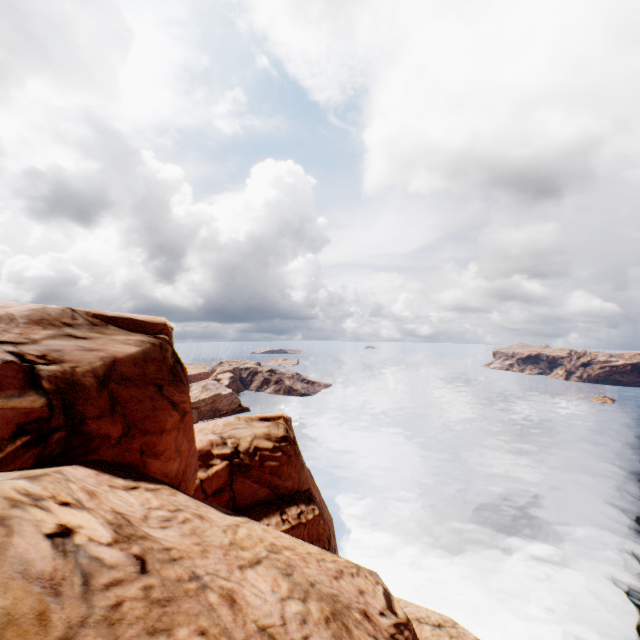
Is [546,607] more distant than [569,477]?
No
